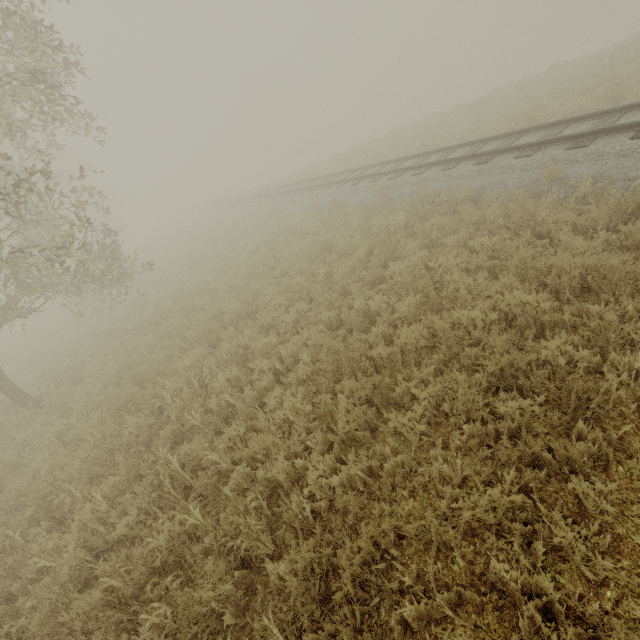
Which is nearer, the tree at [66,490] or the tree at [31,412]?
the tree at [66,490]

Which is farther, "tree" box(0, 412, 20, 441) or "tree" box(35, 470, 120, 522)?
"tree" box(0, 412, 20, 441)

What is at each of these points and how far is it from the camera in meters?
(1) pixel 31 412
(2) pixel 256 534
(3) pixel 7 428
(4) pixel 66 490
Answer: (1) tree, 9.5 m
(2) tree, 3.6 m
(3) tree, 9.3 m
(4) tree, 5.4 m

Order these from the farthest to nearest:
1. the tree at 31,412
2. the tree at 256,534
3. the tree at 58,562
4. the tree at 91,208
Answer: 1. the tree at 31,412
2. the tree at 91,208
3. the tree at 58,562
4. the tree at 256,534

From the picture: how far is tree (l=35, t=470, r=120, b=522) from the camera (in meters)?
4.86

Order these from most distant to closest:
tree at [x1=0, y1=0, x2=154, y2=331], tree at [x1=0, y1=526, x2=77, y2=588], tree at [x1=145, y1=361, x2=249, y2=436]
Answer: tree at [x1=0, y1=0, x2=154, y2=331] → tree at [x1=145, y1=361, x2=249, y2=436] → tree at [x1=0, y1=526, x2=77, y2=588]

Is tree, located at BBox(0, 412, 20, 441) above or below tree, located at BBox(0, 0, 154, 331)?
below

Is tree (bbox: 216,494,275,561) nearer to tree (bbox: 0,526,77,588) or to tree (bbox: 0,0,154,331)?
tree (bbox: 0,526,77,588)
